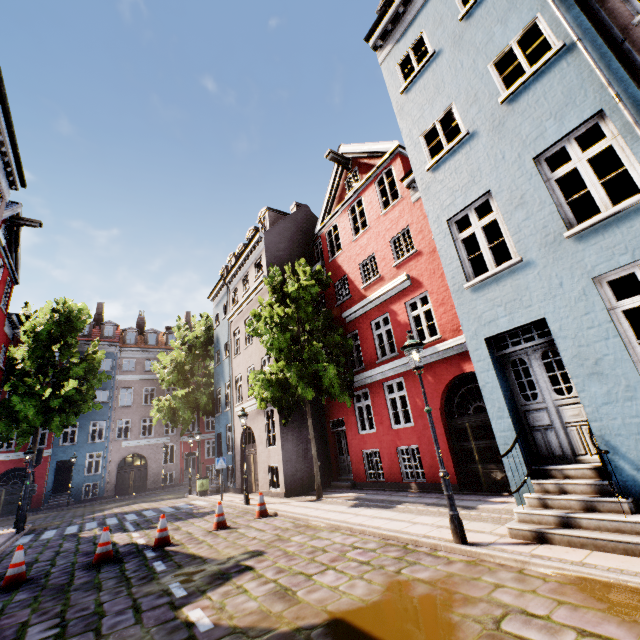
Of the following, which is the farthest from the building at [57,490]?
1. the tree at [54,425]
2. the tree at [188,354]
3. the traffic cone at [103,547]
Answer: the traffic cone at [103,547]

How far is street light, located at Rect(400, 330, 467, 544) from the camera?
5.51m

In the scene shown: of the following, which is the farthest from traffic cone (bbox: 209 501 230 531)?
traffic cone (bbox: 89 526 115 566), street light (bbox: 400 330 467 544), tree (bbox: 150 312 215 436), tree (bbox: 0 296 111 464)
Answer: tree (bbox: 0 296 111 464)

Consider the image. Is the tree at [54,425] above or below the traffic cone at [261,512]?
above

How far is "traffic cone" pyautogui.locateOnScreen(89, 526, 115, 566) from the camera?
7.9 meters

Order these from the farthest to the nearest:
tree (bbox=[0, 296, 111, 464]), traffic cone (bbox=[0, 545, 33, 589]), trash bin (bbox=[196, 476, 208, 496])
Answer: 1. trash bin (bbox=[196, 476, 208, 496])
2. tree (bbox=[0, 296, 111, 464])
3. traffic cone (bbox=[0, 545, 33, 589])

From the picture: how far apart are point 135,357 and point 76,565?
27.83m

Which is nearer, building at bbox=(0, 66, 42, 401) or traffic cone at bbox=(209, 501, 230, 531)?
traffic cone at bbox=(209, 501, 230, 531)
